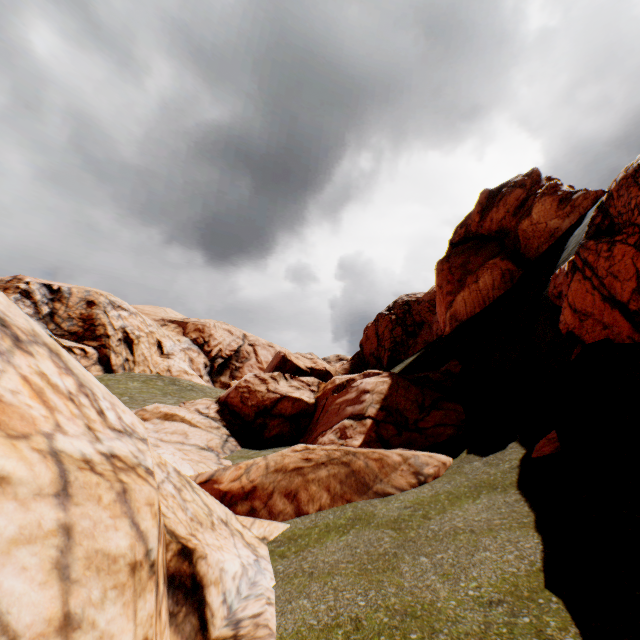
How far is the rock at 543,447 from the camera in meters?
7.8

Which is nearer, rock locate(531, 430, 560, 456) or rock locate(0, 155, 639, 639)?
rock locate(0, 155, 639, 639)

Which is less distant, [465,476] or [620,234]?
[620,234]

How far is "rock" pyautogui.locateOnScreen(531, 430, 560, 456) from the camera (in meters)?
7.79

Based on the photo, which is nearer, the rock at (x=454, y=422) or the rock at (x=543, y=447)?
the rock at (x=454, y=422)
